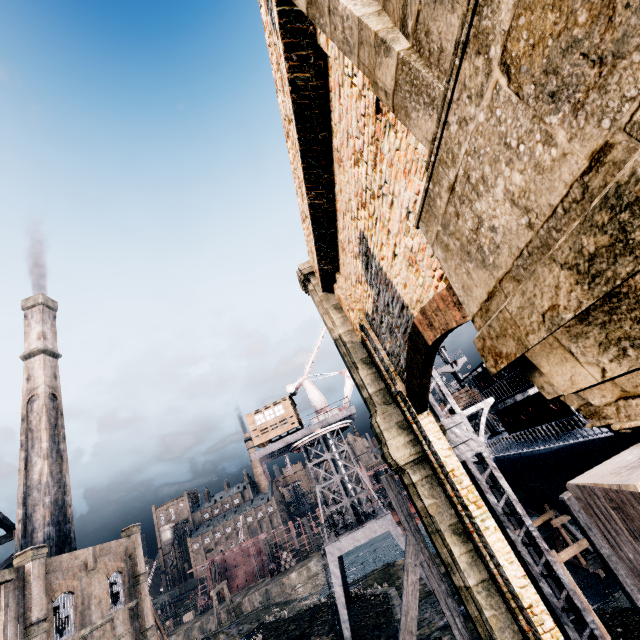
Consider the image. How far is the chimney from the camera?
29.97m

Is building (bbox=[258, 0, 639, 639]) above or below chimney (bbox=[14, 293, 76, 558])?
→ below

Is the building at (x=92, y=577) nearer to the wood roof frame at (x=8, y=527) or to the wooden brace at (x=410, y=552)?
the wood roof frame at (x=8, y=527)

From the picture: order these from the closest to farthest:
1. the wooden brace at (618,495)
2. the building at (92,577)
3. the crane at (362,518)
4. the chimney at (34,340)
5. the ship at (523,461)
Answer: the wooden brace at (618,495) < the ship at (523,461) < the building at (92,577) < the crane at (362,518) < the chimney at (34,340)

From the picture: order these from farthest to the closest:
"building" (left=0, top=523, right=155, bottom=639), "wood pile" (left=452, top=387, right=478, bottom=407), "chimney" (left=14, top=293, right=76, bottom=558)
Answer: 1. "chimney" (left=14, top=293, right=76, bottom=558)
2. "wood pile" (left=452, top=387, right=478, bottom=407)
3. "building" (left=0, top=523, right=155, bottom=639)

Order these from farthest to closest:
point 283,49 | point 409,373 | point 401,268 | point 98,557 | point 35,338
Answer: point 35,338, point 98,557, point 409,373, point 401,268, point 283,49

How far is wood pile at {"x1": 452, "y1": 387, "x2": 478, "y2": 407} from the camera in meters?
29.3 m

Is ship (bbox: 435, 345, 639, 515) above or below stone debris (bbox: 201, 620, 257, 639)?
above
